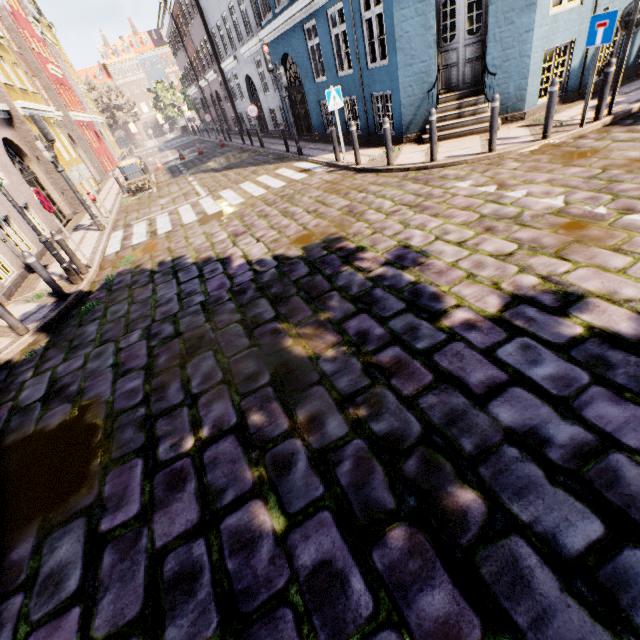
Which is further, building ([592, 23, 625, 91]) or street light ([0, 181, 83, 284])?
building ([592, 23, 625, 91])

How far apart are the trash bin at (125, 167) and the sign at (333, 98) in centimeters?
1252cm

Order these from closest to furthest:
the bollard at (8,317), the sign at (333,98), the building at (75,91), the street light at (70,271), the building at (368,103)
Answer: the bollard at (8,317)
the street light at (70,271)
the building at (368,103)
the sign at (333,98)
the building at (75,91)

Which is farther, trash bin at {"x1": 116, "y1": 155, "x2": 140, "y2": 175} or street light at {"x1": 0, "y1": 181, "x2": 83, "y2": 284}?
trash bin at {"x1": 116, "y1": 155, "x2": 140, "y2": 175}

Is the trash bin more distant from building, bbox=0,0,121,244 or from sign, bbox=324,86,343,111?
sign, bbox=324,86,343,111

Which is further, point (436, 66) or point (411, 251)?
point (436, 66)

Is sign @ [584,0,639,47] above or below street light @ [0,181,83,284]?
above

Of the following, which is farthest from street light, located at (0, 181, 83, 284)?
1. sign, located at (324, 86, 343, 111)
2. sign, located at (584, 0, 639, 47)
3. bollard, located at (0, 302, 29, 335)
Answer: sign, located at (584, 0, 639, 47)
